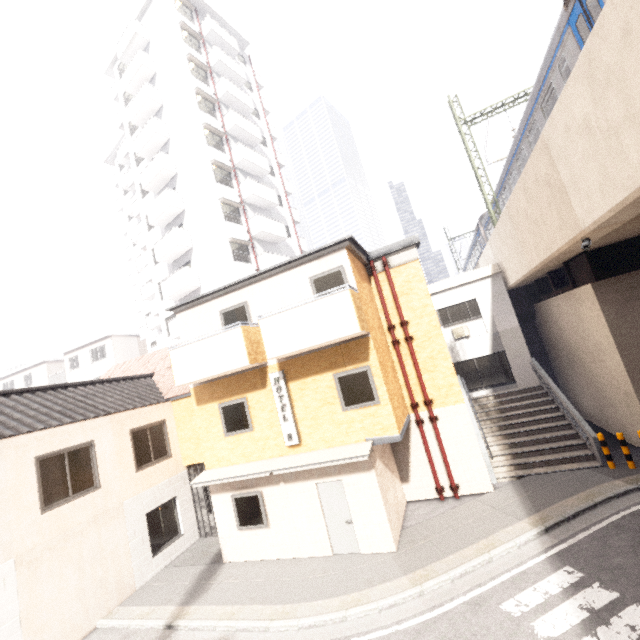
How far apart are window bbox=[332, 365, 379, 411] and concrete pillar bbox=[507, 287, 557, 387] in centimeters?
1276cm

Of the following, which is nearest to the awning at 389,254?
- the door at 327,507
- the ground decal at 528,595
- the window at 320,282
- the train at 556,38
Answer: the window at 320,282

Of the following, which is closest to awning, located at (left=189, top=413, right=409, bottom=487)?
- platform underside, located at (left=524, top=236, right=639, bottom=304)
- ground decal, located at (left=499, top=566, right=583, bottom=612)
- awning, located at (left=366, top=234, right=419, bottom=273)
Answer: ground decal, located at (left=499, top=566, right=583, bottom=612)

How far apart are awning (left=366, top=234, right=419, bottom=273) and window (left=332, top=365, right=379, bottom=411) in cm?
442

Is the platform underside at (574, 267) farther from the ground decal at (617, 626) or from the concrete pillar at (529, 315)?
the ground decal at (617, 626)

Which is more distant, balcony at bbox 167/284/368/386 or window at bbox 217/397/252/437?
window at bbox 217/397/252/437

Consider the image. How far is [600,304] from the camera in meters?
10.9 m

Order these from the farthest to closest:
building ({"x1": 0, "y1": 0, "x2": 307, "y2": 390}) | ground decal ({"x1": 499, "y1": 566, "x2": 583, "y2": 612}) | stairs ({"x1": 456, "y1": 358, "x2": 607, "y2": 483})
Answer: building ({"x1": 0, "y1": 0, "x2": 307, "y2": 390})
stairs ({"x1": 456, "y1": 358, "x2": 607, "y2": 483})
ground decal ({"x1": 499, "y1": 566, "x2": 583, "y2": 612})
